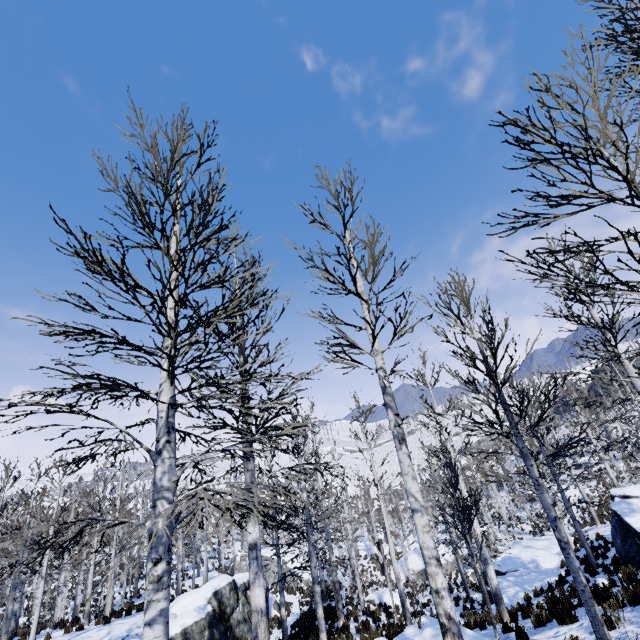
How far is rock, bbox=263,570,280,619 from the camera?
21.2m

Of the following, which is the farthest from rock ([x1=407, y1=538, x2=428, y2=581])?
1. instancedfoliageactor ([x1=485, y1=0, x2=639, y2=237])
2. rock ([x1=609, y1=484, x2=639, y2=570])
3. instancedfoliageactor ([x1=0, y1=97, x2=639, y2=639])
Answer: instancedfoliageactor ([x1=485, y1=0, x2=639, y2=237])

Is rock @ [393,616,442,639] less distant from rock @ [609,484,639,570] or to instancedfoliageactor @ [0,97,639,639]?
instancedfoliageactor @ [0,97,639,639]

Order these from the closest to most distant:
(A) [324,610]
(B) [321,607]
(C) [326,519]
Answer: (B) [321,607] → (C) [326,519] → (A) [324,610]

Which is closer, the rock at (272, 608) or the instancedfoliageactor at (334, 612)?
the instancedfoliageactor at (334, 612)

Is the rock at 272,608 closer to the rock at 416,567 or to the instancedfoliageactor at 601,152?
the instancedfoliageactor at 601,152

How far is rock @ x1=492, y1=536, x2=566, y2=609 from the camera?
16.3m

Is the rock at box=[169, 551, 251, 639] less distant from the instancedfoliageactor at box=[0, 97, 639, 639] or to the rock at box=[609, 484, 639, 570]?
the instancedfoliageactor at box=[0, 97, 639, 639]
